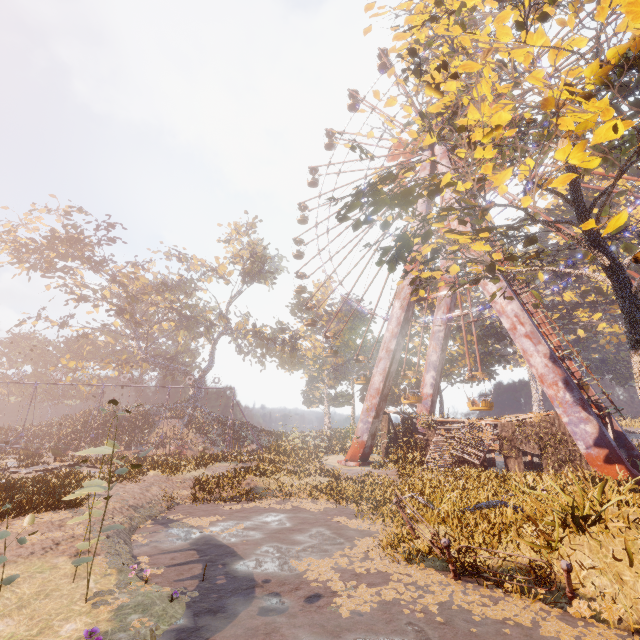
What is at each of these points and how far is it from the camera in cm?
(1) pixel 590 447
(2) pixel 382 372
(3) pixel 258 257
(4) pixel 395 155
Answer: (1) metal support, 1460
(2) metal support, 2444
(3) tree, 4938
(4) ferris wheel, 3381

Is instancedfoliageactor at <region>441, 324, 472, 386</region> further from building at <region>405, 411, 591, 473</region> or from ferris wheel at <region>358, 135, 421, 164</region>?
ferris wheel at <region>358, 135, 421, 164</region>

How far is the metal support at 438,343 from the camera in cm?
2914

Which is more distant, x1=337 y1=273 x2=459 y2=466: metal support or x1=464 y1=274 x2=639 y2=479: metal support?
x1=337 y1=273 x2=459 y2=466: metal support

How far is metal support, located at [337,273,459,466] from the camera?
23.88m

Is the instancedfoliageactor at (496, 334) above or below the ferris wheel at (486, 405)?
above

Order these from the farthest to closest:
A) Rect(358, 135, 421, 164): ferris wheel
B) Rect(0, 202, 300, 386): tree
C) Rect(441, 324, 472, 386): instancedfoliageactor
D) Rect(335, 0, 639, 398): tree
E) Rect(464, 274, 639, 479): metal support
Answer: Rect(0, 202, 300, 386): tree → Rect(441, 324, 472, 386): instancedfoliageactor → Rect(358, 135, 421, 164): ferris wheel → Rect(464, 274, 639, 479): metal support → Rect(335, 0, 639, 398): tree

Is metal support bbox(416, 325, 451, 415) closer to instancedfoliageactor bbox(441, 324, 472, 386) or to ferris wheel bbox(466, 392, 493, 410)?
ferris wheel bbox(466, 392, 493, 410)
